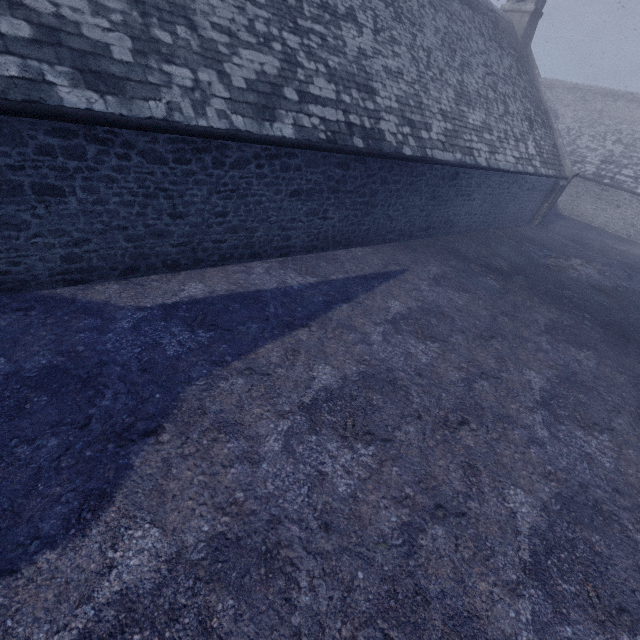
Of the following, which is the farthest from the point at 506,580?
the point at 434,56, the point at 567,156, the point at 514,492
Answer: the point at 567,156
